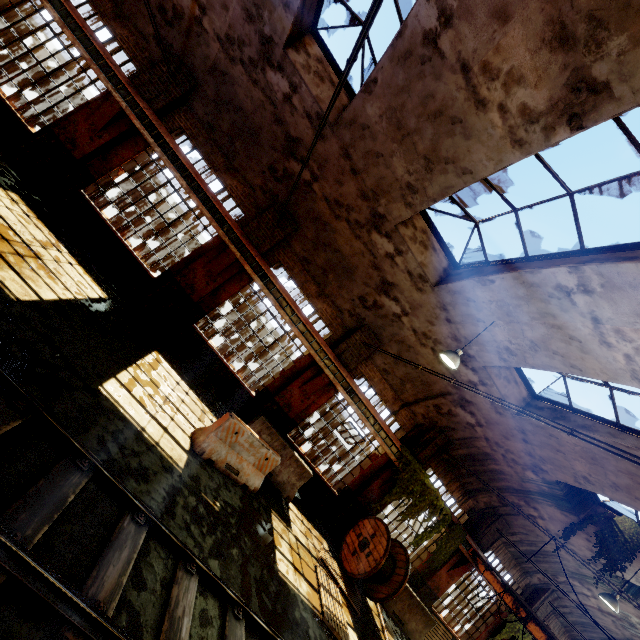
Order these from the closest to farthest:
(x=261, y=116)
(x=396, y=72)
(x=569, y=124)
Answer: (x=569, y=124)
(x=396, y=72)
(x=261, y=116)

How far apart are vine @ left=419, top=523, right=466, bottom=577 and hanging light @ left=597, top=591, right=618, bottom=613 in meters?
3.6 m

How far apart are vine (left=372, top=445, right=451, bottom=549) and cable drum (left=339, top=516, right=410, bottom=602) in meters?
0.4 m

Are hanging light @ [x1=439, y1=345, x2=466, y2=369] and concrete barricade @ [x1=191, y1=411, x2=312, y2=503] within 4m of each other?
no

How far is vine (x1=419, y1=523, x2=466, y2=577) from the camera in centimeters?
1221cm

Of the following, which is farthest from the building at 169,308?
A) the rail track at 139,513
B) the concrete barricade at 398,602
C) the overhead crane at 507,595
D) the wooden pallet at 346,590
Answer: the rail track at 139,513

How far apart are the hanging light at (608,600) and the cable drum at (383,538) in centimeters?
608cm

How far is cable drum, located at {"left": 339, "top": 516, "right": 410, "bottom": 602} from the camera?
9.71m
